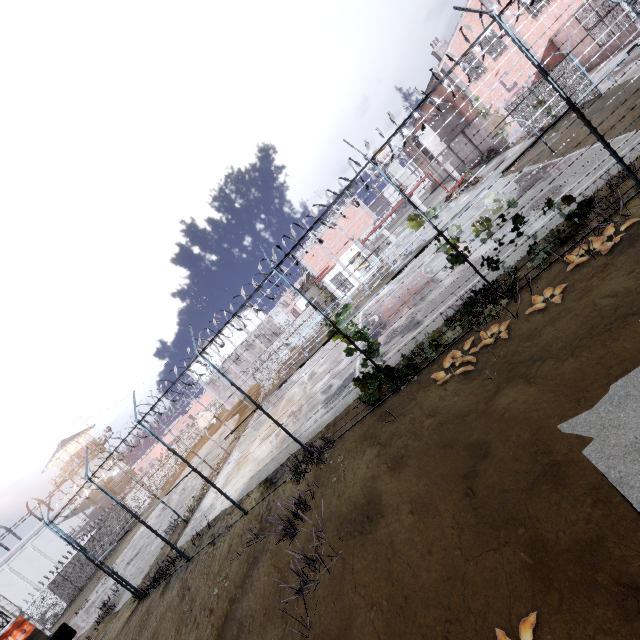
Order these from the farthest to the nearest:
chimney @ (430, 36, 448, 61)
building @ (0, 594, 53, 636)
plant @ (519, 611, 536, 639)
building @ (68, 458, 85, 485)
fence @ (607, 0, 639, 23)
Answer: building @ (68, 458, 85, 485) → chimney @ (430, 36, 448, 61) → building @ (0, 594, 53, 636) → fence @ (607, 0, 639, 23) → plant @ (519, 611, 536, 639)

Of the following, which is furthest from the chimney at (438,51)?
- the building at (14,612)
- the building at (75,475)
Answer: the building at (75,475)

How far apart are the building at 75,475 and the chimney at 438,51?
65.9m

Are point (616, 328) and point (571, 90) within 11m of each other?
no

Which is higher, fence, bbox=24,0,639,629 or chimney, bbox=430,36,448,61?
chimney, bbox=430,36,448,61

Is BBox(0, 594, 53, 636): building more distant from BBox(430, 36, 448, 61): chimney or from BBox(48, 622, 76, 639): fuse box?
BBox(430, 36, 448, 61): chimney

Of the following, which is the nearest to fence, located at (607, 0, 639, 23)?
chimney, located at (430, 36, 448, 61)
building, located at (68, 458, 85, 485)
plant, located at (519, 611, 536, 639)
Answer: plant, located at (519, 611, 536, 639)

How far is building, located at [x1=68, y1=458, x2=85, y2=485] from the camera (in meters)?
46.25
